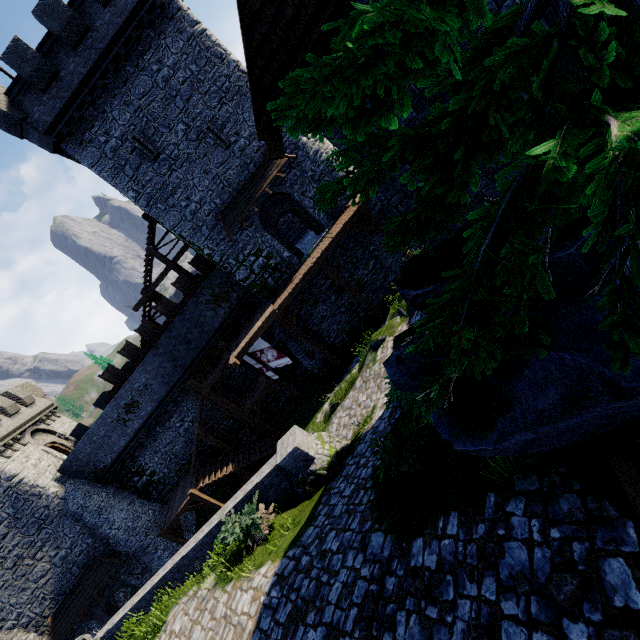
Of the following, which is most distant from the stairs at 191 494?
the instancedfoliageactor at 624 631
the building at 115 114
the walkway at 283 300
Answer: the instancedfoliageactor at 624 631

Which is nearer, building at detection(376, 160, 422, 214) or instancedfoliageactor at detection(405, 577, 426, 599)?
instancedfoliageactor at detection(405, 577, 426, 599)

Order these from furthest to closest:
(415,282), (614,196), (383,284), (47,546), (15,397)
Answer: (15,397) → (383,284) → (47,546) → (415,282) → (614,196)

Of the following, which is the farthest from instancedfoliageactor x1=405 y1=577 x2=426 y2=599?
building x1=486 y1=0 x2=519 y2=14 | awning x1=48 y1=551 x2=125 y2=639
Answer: Result: awning x1=48 y1=551 x2=125 y2=639

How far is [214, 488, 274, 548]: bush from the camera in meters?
9.2 m

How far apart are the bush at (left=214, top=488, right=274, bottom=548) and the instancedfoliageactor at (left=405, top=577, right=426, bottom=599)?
5.5 meters

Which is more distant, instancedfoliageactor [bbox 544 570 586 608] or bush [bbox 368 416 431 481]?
bush [bbox 368 416 431 481]

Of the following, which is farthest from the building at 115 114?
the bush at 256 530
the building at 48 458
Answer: the building at 48 458
